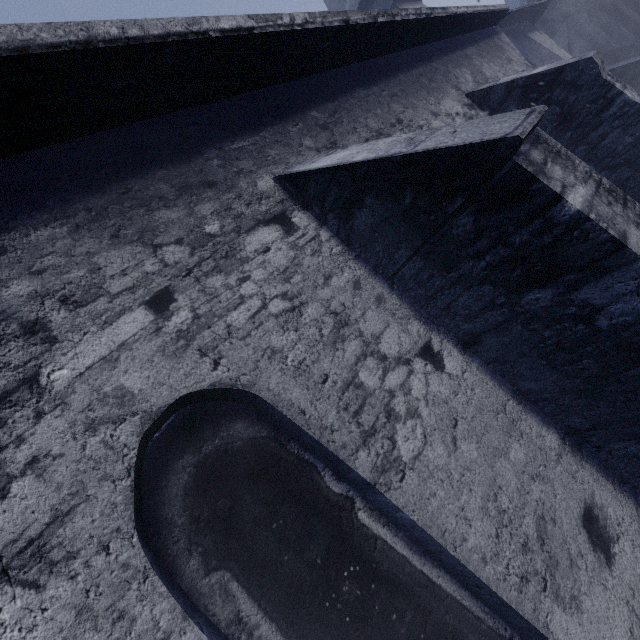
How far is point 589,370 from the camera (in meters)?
2.09
